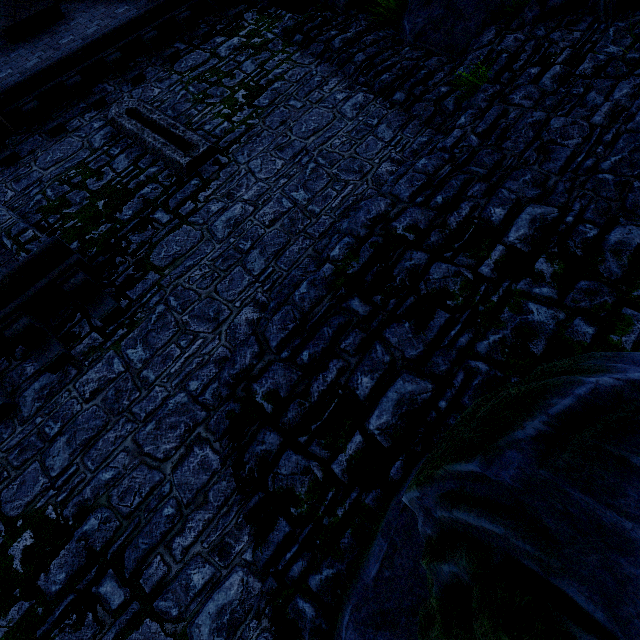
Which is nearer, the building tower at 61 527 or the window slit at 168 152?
the building tower at 61 527

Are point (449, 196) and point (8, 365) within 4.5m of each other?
no

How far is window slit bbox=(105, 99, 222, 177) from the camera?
5.75m

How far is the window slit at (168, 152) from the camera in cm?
575

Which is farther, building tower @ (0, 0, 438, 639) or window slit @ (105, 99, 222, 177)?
window slit @ (105, 99, 222, 177)
